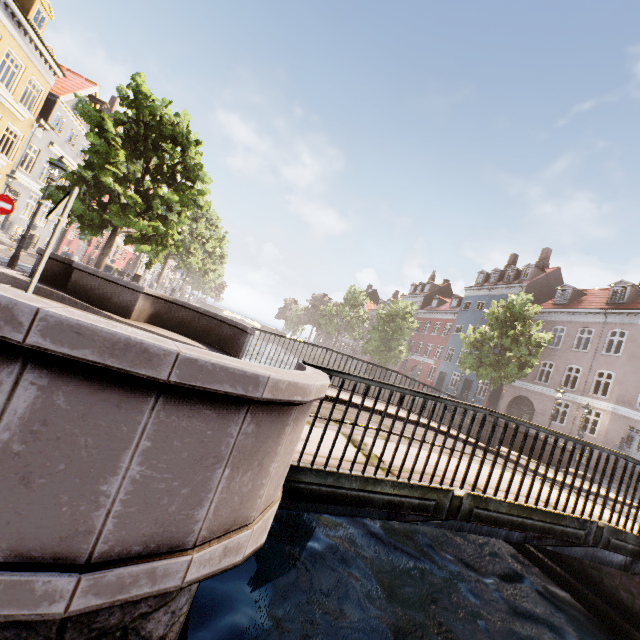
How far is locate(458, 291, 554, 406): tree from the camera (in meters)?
18.66

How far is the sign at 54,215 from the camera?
3.9 meters

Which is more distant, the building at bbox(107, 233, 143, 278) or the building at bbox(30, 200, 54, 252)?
the building at bbox(107, 233, 143, 278)

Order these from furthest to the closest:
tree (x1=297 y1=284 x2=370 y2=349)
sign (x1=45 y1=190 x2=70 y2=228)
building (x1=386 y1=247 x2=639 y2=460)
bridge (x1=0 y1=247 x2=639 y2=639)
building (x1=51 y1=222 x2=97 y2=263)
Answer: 1. tree (x1=297 y1=284 x2=370 y2=349)
2. building (x1=51 y1=222 x2=97 y2=263)
3. building (x1=386 y1=247 x2=639 y2=460)
4. sign (x1=45 y1=190 x2=70 y2=228)
5. bridge (x1=0 y1=247 x2=639 y2=639)

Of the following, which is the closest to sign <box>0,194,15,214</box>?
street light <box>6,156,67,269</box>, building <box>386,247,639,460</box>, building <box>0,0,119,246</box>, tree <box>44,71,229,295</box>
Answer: street light <box>6,156,67,269</box>

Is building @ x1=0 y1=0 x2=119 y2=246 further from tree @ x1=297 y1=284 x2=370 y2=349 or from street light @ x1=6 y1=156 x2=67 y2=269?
street light @ x1=6 y1=156 x2=67 y2=269

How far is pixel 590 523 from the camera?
4.3m

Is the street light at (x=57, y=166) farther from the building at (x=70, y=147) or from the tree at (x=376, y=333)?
the building at (x=70, y=147)
